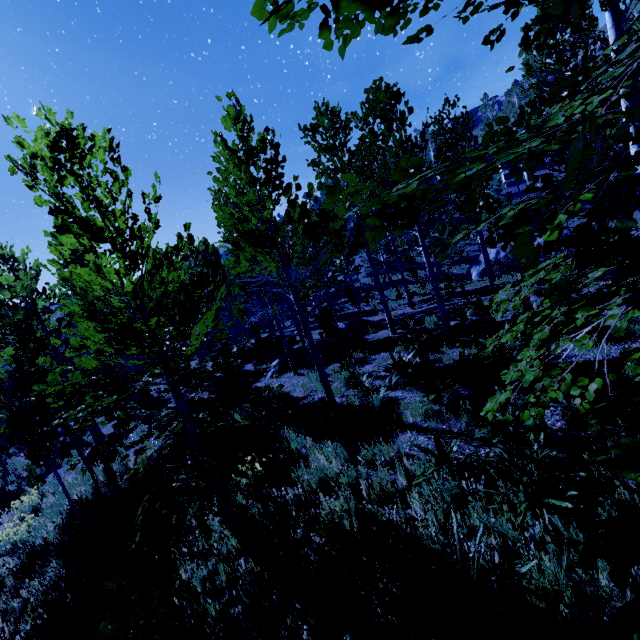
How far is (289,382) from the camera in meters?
12.5 m

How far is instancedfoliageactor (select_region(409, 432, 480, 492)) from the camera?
4.4m

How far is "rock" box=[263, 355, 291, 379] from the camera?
13.97m

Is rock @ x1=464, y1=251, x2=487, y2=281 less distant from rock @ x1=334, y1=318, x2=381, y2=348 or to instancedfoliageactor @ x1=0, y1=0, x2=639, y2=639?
instancedfoliageactor @ x1=0, y1=0, x2=639, y2=639

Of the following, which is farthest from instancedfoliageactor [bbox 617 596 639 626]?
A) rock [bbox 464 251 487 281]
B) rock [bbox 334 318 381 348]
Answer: rock [bbox 464 251 487 281]

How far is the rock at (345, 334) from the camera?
14.6 meters

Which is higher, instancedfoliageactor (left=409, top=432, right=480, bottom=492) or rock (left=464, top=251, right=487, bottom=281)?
instancedfoliageactor (left=409, top=432, right=480, bottom=492)

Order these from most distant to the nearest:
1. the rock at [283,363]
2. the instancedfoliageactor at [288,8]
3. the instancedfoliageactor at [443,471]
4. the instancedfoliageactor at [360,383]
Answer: the rock at [283,363] < the instancedfoliageactor at [360,383] < the instancedfoliageactor at [443,471] < the instancedfoliageactor at [288,8]
